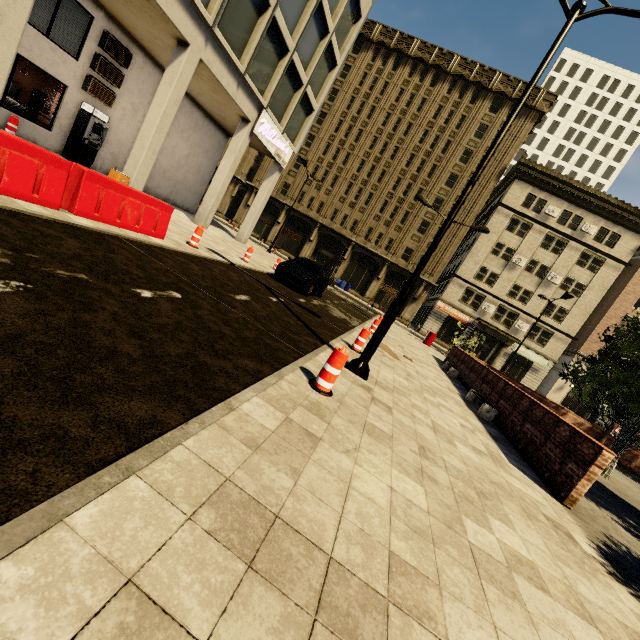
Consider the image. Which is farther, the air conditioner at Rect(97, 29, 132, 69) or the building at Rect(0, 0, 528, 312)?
the air conditioner at Rect(97, 29, 132, 69)

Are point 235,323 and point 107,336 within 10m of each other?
yes

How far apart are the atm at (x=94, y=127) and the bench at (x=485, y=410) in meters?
18.3 m

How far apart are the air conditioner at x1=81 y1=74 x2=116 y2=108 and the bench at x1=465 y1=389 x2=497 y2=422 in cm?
1915

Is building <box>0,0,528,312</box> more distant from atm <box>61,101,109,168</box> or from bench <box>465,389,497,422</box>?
bench <box>465,389,497,422</box>

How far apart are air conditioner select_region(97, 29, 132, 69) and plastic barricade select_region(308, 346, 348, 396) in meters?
16.9

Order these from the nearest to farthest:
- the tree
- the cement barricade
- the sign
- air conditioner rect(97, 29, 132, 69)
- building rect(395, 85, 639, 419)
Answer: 1. the cement barricade
2. the tree
3. air conditioner rect(97, 29, 132, 69)
4. the sign
5. building rect(395, 85, 639, 419)

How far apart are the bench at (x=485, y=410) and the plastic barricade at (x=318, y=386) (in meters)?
6.49
